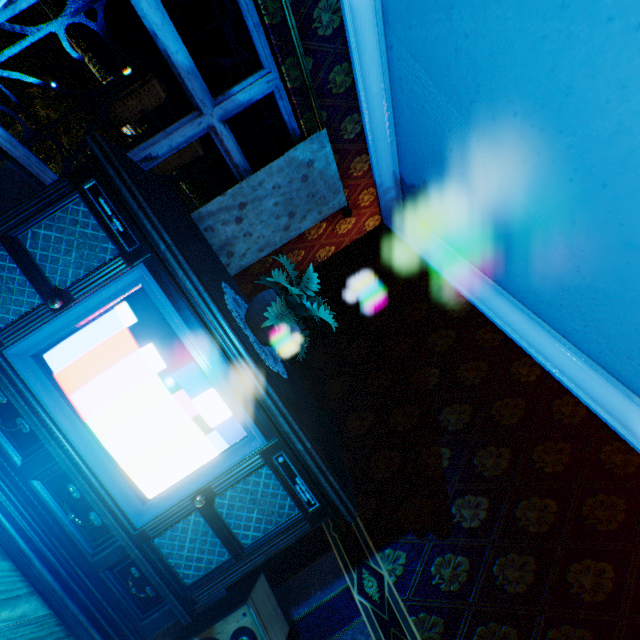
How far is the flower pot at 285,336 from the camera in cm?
178

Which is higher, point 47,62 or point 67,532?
point 67,532

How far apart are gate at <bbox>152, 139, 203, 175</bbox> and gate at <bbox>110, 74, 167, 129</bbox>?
1.5 meters

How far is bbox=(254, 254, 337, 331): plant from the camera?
1.7m

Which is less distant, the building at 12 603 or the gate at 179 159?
the building at 12 603

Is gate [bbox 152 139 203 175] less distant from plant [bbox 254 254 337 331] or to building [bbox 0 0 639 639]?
building [bbox 0 0 639 639]

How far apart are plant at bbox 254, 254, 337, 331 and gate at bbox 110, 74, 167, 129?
15.3 meters

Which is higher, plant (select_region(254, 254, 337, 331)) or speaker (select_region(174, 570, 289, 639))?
plant (select_region(254, 254, 337, 331))
